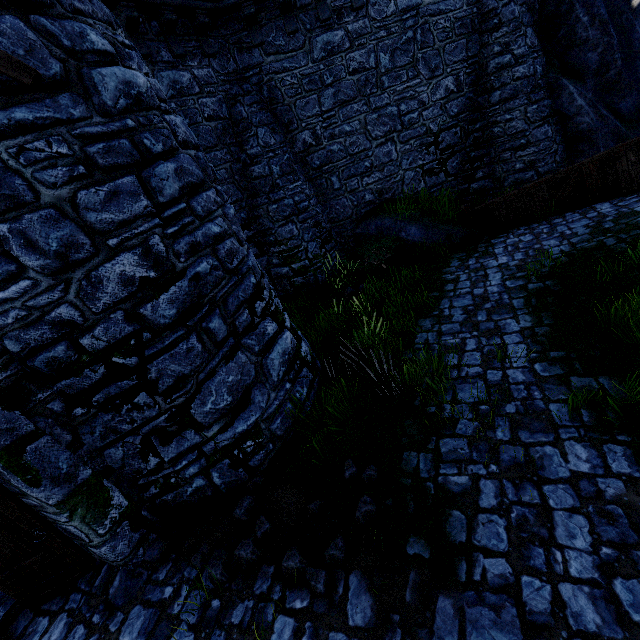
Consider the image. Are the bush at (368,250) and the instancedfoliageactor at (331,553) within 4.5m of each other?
no

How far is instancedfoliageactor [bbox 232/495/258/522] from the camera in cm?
404

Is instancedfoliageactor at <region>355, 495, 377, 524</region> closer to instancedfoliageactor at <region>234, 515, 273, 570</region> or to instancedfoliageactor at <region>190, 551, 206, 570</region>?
instancedfoliageactor at <region>234, 515, 273, 570</region>

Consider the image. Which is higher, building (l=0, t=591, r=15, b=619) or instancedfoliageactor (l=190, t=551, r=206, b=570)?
instancedfoliageactor (l=190, t=551, r=206, b=570)

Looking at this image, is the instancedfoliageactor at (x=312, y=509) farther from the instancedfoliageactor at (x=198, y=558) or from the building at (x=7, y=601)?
the building at (x=7, y=601)

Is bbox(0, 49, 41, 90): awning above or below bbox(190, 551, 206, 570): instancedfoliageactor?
above

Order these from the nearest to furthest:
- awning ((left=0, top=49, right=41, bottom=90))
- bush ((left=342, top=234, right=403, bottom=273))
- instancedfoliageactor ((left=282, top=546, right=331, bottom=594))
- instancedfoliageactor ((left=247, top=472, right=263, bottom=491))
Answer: awning ((left=0, top=49, right=41, bottom=90)) < instancedfoliageactor ((left=282, top=546, right=331, bottom=594)) < instancedfoliageactor ((left=247, top=472, right=263, bottom=491)) < bush ((left=342, top=234, right=403, bottom=273))

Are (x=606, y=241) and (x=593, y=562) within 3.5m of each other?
no
